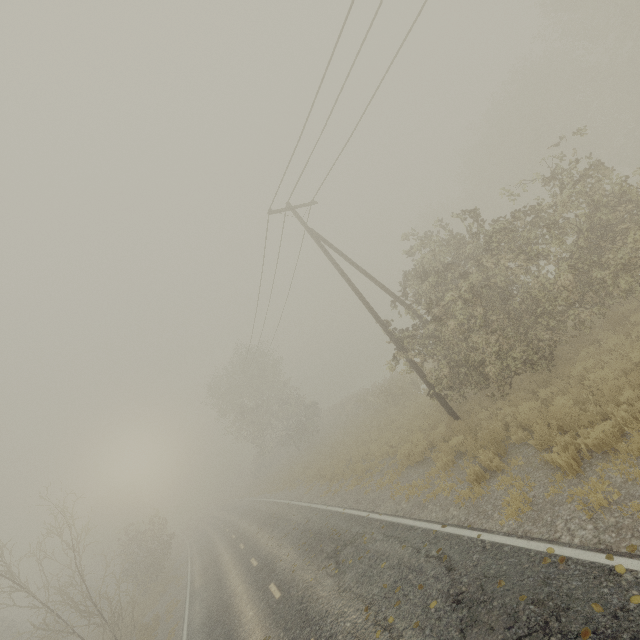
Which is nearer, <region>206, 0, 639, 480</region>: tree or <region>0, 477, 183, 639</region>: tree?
<region>206, 0, 639, 480</region>: tree

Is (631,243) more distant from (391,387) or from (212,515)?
A: (212,515)

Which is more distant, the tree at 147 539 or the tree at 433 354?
the tree at 147 539
